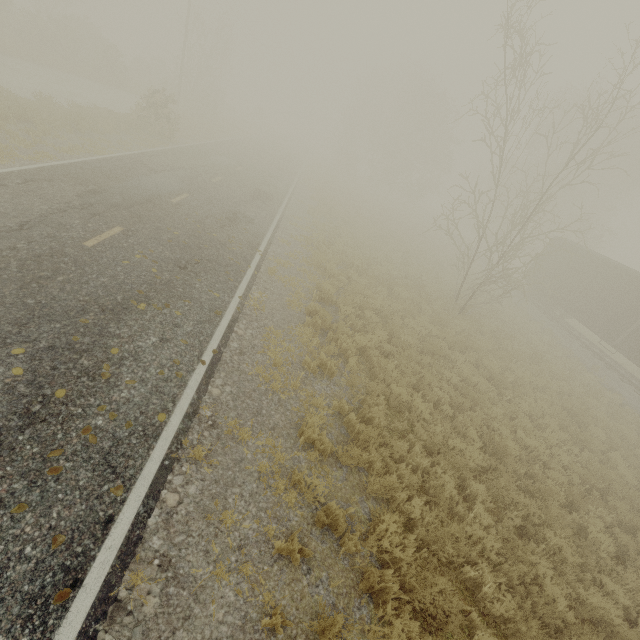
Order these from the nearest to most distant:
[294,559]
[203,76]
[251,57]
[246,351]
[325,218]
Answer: [294,559], [246,351], [325,218], [203,76], [251,57]
